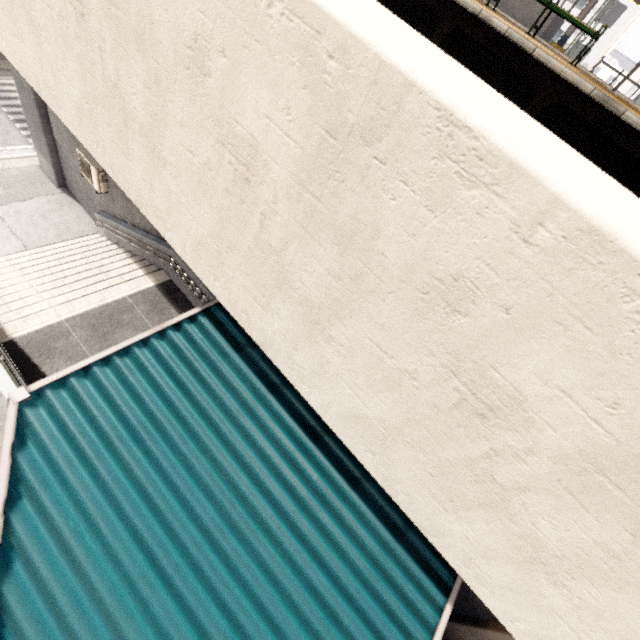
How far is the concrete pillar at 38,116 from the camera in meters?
10.1 m

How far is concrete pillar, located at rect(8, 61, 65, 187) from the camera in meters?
10.1 m

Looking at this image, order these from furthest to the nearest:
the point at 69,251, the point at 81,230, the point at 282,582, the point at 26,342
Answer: the point at 81,230, the point at 69,251, the point at 26,342, the point at 282,582

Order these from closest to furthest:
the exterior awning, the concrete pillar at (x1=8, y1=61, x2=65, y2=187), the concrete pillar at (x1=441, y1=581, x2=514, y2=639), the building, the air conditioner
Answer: the exterior awning → the concrete pillar at (x1=441, y1=581, x2=514, y2=639) → the air conditioner → the concrete pillar at (x1=8, y1=61, x2=65, y2=187) → the building

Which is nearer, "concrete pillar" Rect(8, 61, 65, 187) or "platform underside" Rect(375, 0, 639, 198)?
"platform underside" Rect(375, 0, 639, 198)

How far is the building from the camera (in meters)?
52.78

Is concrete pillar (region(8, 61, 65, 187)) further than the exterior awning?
Yes

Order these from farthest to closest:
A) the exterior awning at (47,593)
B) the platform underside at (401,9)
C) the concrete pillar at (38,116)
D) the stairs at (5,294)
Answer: the concrete pillar at (38,116) → the stairs at (5,294) → the platform underside at (401,9) → the exterior awning at (47,593)
